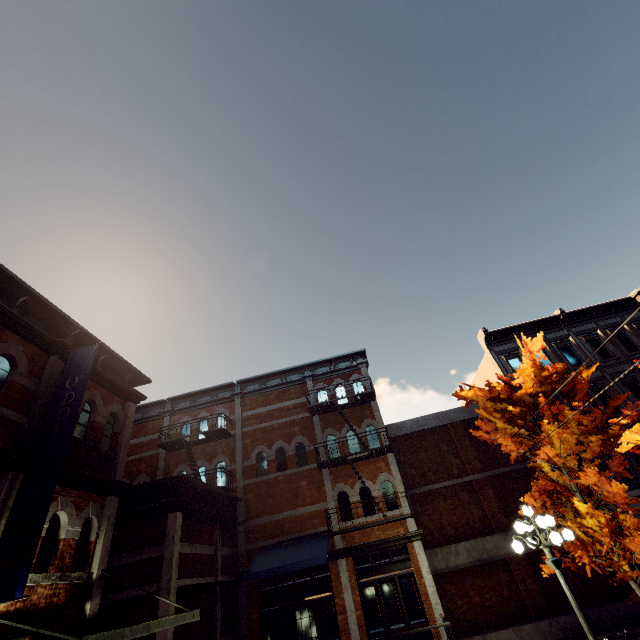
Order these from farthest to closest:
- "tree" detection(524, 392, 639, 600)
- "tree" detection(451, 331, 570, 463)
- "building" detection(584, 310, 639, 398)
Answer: "building" detection(584, 310, 639, 398)
"tree" detection(451, 331, 570, 463)
"tree" detection(524, 392, 639, 600)

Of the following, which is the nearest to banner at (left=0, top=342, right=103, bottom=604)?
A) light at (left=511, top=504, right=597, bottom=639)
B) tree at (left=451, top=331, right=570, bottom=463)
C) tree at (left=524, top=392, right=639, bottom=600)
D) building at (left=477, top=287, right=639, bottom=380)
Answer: tree at (left=524, top=392, right=639, bottom=600)

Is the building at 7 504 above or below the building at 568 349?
below

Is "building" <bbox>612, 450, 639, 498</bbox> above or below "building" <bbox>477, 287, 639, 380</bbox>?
below

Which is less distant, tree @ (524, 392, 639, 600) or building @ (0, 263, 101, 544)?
building @ (0, 263, 101, 544)

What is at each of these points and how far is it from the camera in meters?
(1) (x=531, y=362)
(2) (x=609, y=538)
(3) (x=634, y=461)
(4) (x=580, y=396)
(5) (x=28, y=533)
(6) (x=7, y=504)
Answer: (1) tree, 9.7 m
(2) tree, 7.3 m
(3) building, 15.6 m
(4) tree, 9.2 m
(5) banner, 5.8 m
(6) building, 6.2 m

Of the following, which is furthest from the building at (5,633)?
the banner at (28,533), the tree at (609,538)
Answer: the tree at (609,538)

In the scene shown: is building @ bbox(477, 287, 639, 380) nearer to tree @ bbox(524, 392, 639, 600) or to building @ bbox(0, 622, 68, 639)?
tree @ bbox(524, 392, 639, 600)
